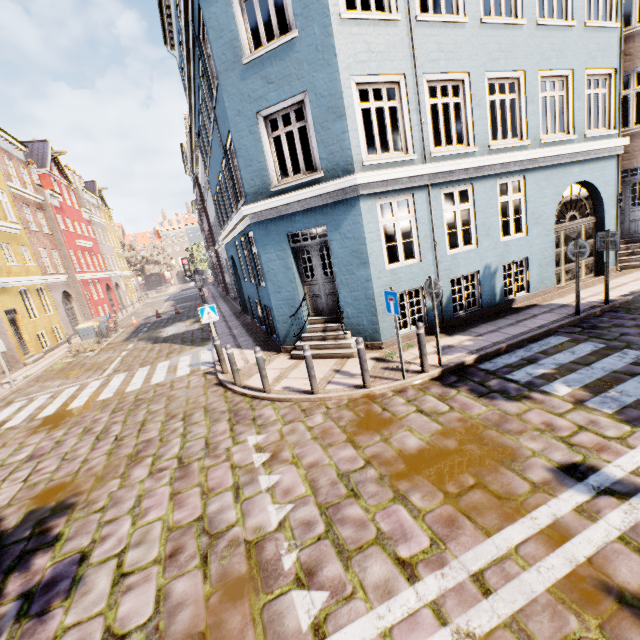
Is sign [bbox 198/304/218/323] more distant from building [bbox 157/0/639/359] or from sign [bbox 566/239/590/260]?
sign [bbox 566/239/590/260]

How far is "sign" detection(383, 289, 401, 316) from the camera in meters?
6.1

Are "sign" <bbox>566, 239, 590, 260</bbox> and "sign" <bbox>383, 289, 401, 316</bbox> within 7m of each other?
yes

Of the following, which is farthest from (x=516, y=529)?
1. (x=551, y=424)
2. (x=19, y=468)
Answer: (x=19, y=468)

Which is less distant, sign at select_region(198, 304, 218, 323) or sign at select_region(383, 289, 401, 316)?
sign at select_region(383, 289, 401, 316)

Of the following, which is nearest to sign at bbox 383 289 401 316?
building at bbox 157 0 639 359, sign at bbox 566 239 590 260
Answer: building at bbox 157 0 639 359

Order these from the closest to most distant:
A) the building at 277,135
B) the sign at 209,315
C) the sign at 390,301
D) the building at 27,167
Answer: the sign at 390,301 → the building at 277,135 → the sign at 209,315 → the building at 27,167

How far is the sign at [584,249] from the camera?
7.7 meters
